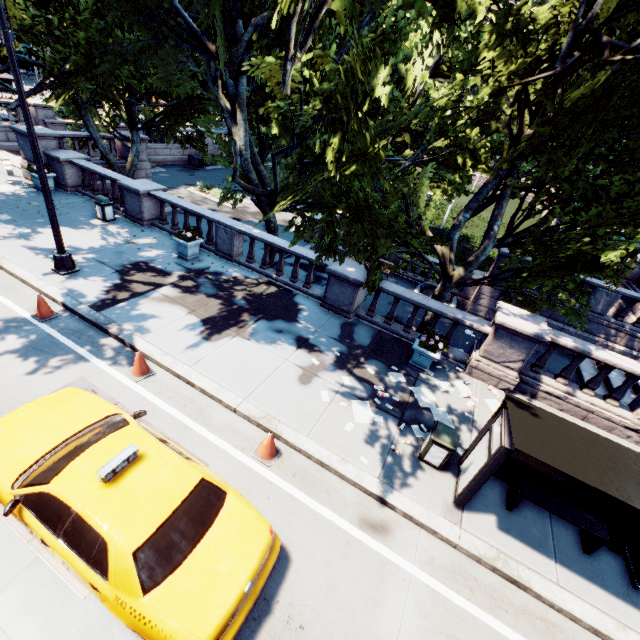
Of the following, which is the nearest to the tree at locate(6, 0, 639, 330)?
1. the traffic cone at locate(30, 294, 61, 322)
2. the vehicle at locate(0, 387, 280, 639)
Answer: the vehicle at locate(0, 387, 280, 639)

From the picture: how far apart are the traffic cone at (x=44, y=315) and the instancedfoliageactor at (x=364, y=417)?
8.4 meters

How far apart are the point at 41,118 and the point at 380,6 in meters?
28.5

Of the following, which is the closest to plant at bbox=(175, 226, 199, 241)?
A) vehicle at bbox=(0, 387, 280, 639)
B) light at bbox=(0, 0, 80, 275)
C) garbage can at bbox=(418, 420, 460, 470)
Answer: light at bbox=(0, 0, 80, 275)

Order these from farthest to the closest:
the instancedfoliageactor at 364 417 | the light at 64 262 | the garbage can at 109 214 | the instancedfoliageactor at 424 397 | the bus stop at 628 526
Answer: the garbage can at 109 214 → the instancedfoliageactor at 424 397 → the instancedfoliageactor at 364 417 → the light at 64 262 → the bus stop at 628 526

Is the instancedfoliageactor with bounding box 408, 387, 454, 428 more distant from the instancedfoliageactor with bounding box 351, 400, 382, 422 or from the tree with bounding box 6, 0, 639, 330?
the tree with bounding box 6, 0, 639, 330

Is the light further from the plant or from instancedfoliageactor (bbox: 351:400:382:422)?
instancedfoliageactor (bbox: 351:400:382:422)

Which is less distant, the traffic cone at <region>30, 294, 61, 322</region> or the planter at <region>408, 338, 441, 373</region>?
the traffic cone at <region>30, 294, 61, 322</region>
